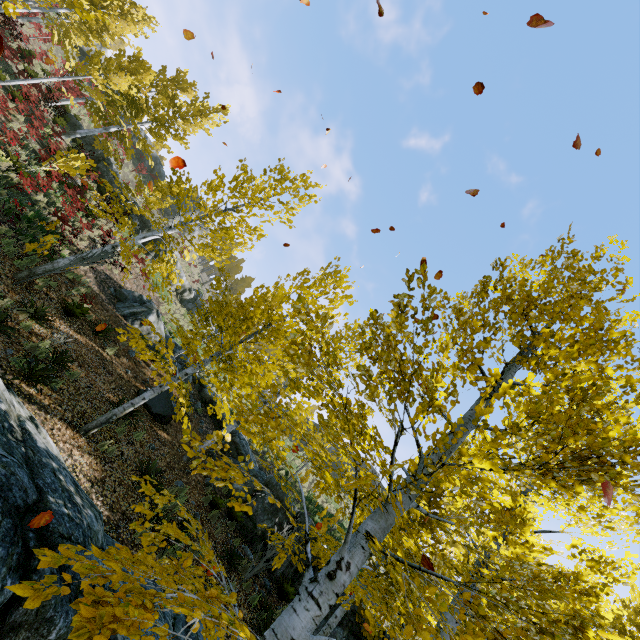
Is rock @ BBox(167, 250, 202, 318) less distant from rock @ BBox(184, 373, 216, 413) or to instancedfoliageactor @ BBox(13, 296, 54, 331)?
instancedfoliageactor @ BBox(13, 296, 54, 331)

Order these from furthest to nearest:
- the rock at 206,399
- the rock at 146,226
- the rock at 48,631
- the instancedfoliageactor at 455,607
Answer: the rock at 146,226 → the rock at 206,399 → the rock at 48,631 → the instancedfoliageactor at 455,607

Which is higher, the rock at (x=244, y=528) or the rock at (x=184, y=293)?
the rock at (x=184, y=293)

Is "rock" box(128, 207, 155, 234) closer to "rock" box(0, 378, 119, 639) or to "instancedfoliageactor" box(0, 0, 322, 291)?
"instancedfoliageactor" box(0, 0, 322, 291)

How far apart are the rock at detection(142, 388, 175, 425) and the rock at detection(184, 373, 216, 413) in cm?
366

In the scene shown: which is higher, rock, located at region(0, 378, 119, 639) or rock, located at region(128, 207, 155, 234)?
rock, located at region(128, 207, 155, 234)

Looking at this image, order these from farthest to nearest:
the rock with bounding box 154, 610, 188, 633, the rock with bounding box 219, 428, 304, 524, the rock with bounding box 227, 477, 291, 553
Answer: the rock with bounding box 219, 428, 304, 524, the rock with bounding box 227, 477, 291, 553, the rock with bounding box 154, 610, 188, 633

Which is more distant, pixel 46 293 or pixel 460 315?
pixel 46 293
